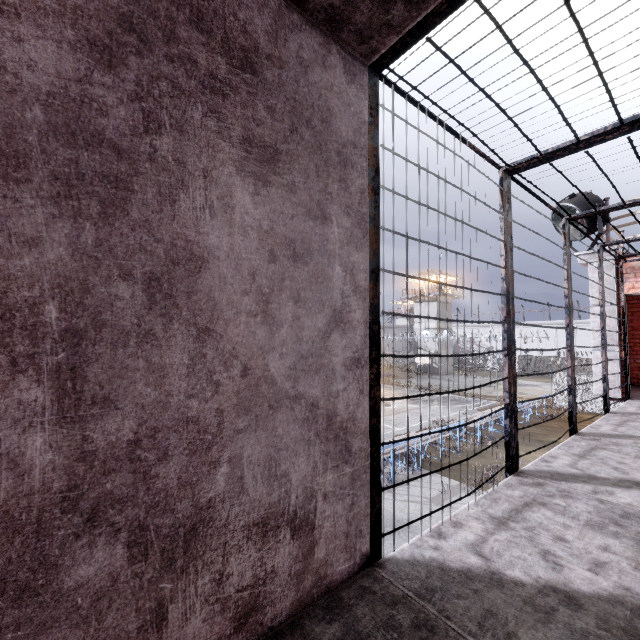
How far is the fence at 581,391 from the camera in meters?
22.9 m

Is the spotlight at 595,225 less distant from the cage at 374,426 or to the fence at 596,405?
the cage at 374,426

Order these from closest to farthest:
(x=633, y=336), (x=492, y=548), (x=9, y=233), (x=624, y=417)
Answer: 1. (x=9, y=233)
2. (x=492, y=548)
3. (x=624, y=417)
4. (x=633, y=336)

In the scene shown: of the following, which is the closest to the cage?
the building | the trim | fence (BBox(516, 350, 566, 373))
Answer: the trim

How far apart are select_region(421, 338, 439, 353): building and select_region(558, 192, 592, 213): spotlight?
40.5m

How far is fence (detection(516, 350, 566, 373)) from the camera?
26.35m

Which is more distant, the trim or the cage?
Answer: the trim
